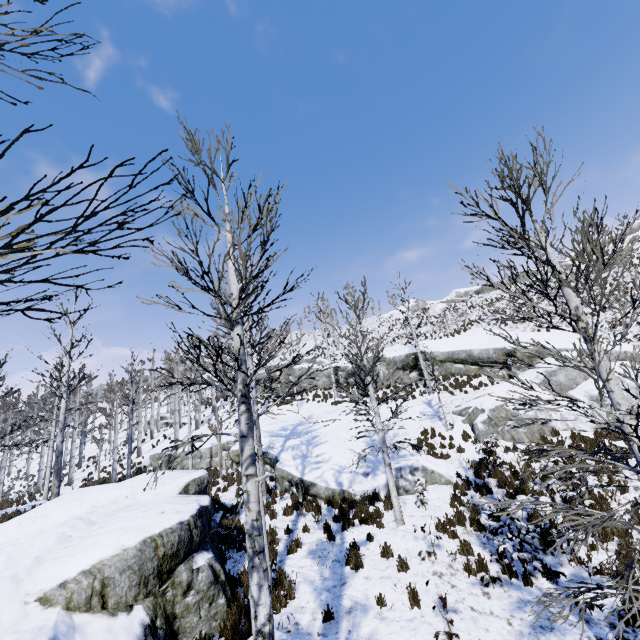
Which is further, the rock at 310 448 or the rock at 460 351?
the rock at 460 351

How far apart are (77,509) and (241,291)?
8.5m

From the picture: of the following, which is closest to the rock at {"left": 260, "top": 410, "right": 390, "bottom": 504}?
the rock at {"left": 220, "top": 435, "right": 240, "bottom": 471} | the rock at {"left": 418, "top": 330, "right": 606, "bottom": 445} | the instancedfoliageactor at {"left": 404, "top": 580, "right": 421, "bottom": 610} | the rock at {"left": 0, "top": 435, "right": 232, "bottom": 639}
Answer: the rock at {"left": 418, "top": 330, "right": 606, "bottom": 445}

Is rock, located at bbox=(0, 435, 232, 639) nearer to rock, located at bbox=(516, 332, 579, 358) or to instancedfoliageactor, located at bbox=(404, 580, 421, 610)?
instancedfoliageactor, located at bbox=(404, 580, 421, 610)

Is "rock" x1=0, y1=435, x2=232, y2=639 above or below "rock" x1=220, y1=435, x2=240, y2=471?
below

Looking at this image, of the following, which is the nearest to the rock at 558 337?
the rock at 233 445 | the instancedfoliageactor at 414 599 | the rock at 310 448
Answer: the rock at 310 448

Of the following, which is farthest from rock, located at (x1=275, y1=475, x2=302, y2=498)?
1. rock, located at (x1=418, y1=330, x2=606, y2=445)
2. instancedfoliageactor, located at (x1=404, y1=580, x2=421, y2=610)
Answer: instancedfoliageactor, located at (x1=404, y1=580, x2=421, y2=610)

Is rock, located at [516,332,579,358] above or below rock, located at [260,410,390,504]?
above
